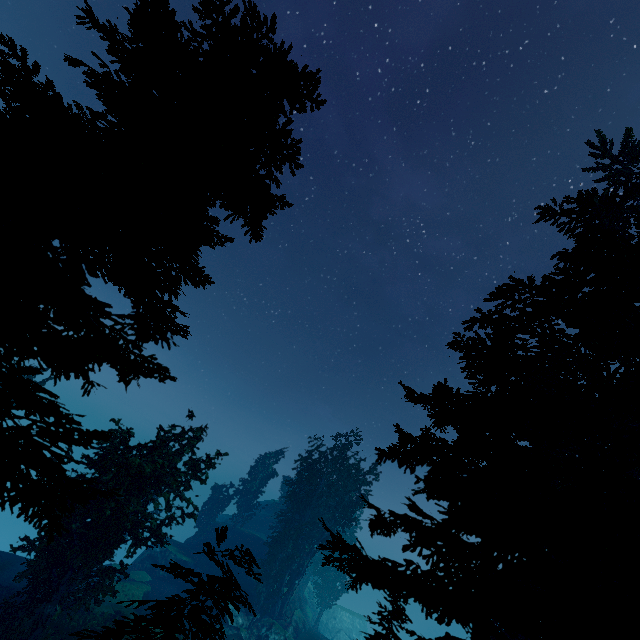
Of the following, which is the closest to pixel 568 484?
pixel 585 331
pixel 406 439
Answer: pixel 585 331

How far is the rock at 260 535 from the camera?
27.03m

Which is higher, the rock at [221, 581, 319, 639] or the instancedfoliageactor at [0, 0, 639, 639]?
the instancedfoliageactor at [0, 0, 639, 639]

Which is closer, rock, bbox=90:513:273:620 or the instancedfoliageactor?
the instancedfoliageactor

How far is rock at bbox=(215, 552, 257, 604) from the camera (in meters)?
34.88

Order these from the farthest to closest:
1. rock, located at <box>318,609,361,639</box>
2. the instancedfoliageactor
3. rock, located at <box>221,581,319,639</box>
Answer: rock, located at <box>318,609,361,639</box> < rock, located at <box>221,581,319,639</box> < the instancedfoliageactor

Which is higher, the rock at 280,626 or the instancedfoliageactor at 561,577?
the instancedfoliageactor at 561,577

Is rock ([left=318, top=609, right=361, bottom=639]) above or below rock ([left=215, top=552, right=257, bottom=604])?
Answer: below
